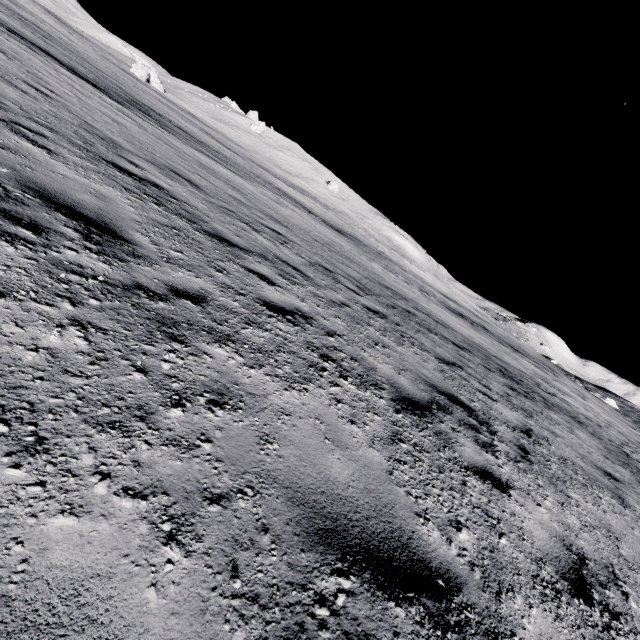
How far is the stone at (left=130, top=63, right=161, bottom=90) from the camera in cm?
5572

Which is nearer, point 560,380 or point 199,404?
point 199,404

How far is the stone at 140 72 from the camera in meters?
55.7
